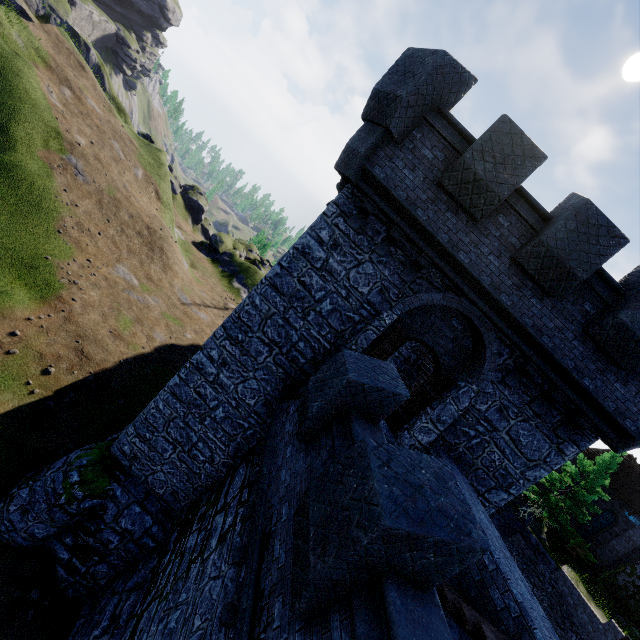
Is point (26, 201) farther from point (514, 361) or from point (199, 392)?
point (514, 361)

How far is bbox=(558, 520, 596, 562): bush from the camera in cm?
2588

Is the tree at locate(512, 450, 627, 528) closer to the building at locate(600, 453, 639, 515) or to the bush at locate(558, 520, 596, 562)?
the bush at locate(558, 520, 596, 562)

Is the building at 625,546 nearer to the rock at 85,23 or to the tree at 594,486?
the tree at 594,486

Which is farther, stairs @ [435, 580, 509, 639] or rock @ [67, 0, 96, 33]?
rock @ [67, 0, 96, 33]

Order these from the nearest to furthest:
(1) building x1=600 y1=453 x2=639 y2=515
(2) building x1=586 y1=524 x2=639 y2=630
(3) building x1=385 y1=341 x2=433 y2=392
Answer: (3) building x1=385 y1=341 x2=433 y2=392, (2) building x1=586 y1=524 x2=639 y2=630, (1) building x1=600 y1=453 x2=639 y2=515

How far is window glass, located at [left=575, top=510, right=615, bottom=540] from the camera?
27.6m

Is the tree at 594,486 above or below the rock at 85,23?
above
